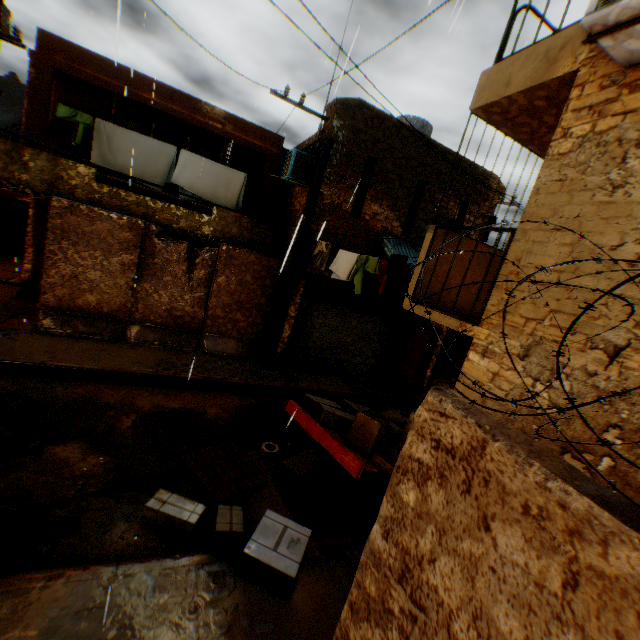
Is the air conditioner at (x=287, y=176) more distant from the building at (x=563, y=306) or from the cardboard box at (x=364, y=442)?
the cardboard box at (x=364, y=442)

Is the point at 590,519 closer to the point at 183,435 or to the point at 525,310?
the point at 525,310

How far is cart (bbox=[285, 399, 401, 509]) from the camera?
4.3 meters

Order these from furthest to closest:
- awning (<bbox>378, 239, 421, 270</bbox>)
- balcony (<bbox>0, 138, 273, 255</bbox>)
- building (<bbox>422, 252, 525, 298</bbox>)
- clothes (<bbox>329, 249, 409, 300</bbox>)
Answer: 1. awning (<bbox>378, 239, 421, 270</bbox>)
2. balcony (<bbox>0, 138, 273, 255</bbox>)
3. clothes (<bbox>329, 249, 409, 300</bbox>)
4. building (<bbox>422, 252, 525, 298</bbox>)

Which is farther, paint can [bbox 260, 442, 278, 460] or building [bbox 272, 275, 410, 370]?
building [bbox 272, 275, 410, 370]

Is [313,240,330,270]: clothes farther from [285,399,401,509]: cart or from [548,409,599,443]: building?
[285,399,401,509]: cart

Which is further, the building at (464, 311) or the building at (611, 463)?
the building at (464, 311)

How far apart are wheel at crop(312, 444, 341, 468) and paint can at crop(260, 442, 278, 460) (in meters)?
0.68
